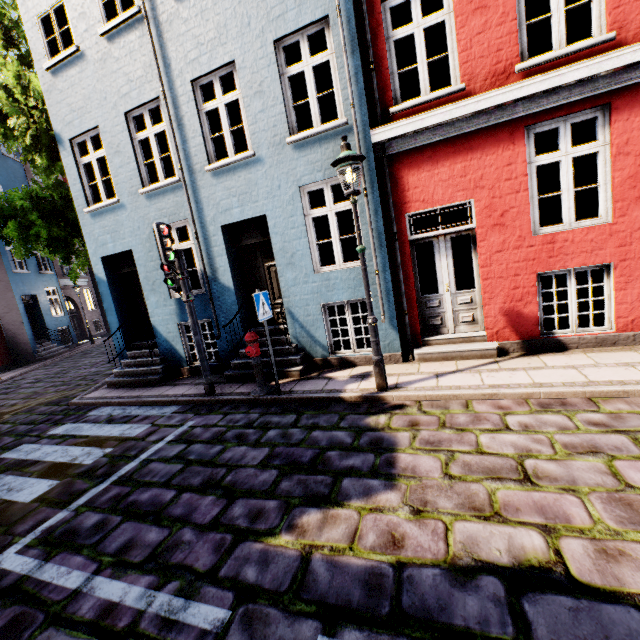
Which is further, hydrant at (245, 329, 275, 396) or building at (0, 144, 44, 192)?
building at (0, 144, 44, 192)

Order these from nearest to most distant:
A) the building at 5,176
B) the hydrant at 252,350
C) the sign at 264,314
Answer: the sign at 264,314, the hydrant at 252,350, the building at 5,176

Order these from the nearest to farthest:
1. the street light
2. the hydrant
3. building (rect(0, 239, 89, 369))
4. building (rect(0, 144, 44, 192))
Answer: the street light < the hydrant < building (rect(0, 239, 89, 369)) < building (rect(0, 144, 44, 192))

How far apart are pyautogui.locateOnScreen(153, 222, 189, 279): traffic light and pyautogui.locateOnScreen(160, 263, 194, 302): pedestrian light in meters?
0.1

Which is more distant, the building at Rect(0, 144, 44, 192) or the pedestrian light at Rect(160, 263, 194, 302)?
the building at Rect(0, 144, 44, 192)

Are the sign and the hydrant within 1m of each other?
yes

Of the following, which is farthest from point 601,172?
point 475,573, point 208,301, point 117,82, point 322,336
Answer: point 117,82

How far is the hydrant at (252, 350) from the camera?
6.0m
